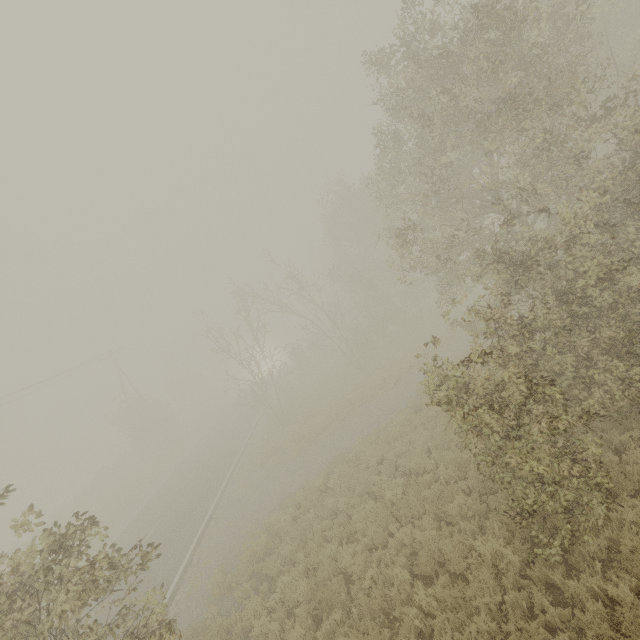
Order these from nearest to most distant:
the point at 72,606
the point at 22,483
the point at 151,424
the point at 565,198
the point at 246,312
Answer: the point at 72,606
the point at 565,198
the point at 246,312
the point at 151,424
the point at 22,483
